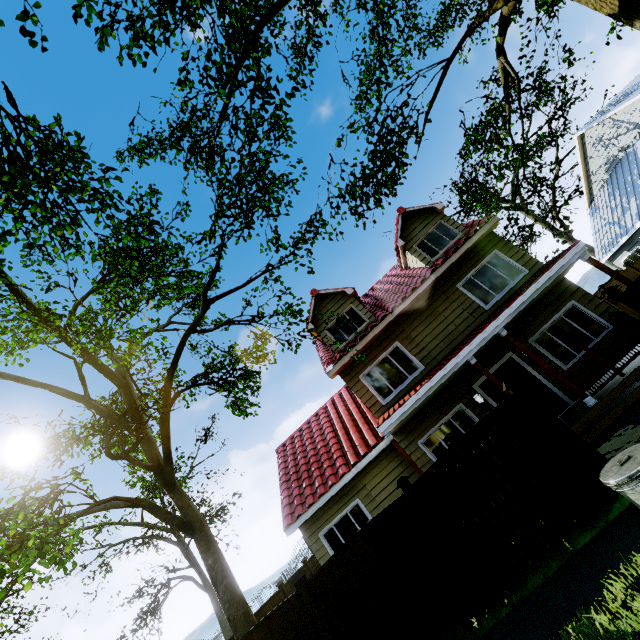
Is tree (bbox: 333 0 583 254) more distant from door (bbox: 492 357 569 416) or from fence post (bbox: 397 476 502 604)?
fence post (bbox: 397 476 502 604)

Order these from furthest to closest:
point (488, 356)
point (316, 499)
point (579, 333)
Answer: point (316, 499)
point (488, 356)
point (579, 333)

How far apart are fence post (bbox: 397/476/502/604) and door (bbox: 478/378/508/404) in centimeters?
563cm

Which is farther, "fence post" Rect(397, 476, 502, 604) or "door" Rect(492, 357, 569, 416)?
"door" Rect(492, 357, 569, 416)

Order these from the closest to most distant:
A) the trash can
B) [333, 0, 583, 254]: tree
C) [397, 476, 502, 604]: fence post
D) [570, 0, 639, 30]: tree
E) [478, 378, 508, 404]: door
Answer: the trash can, [570, 0, 639, 30]: tree, [397, 476, 502, 604]: fence post, [333, 0, 583, 254]: tree, [478, 378, 508, 404]: door

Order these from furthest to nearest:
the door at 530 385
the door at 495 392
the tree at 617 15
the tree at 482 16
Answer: the door at 495 392 → the door at 530 385 → the tree at 482 16 → the tree at 617 15

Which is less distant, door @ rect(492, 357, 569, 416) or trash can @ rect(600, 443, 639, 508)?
trash can @ rect(600, 443, 639, 508)

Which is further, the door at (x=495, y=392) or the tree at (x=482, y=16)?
the door at (x=495, y=392)
